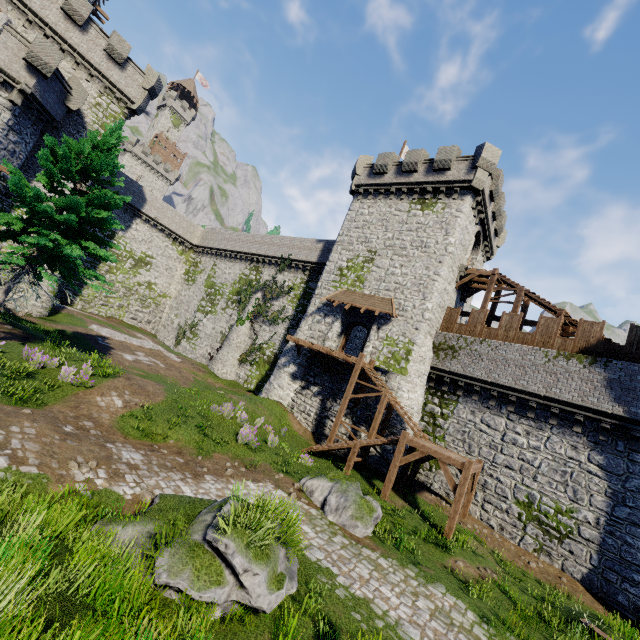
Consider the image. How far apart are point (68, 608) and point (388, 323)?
20.1 meters

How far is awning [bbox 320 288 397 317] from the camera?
22.0 meters

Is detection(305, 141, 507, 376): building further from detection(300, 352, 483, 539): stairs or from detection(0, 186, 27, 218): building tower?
detection(0, 186, 27, 218): building tower

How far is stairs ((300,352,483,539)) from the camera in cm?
1370

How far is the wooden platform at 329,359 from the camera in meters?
21.4

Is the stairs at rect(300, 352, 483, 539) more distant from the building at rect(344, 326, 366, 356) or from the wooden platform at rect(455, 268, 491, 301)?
the wooden platform at rect(455, 268, 491, 301)

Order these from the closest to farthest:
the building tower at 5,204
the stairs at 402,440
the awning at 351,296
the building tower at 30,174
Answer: the stairs at 402,440 < the awning at 351,296 < the building tower at 5,204 < the building tower at 30,174

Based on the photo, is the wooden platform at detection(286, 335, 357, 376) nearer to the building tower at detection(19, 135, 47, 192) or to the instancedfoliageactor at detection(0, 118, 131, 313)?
the instancedfoliageactor at detection(0, 118, 131, 313)
